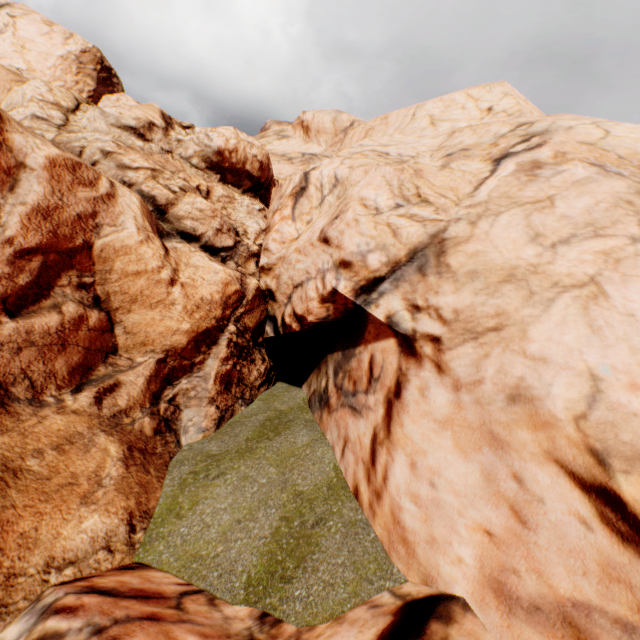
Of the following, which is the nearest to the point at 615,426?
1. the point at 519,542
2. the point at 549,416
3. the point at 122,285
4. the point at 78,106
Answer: the point at 549,416
